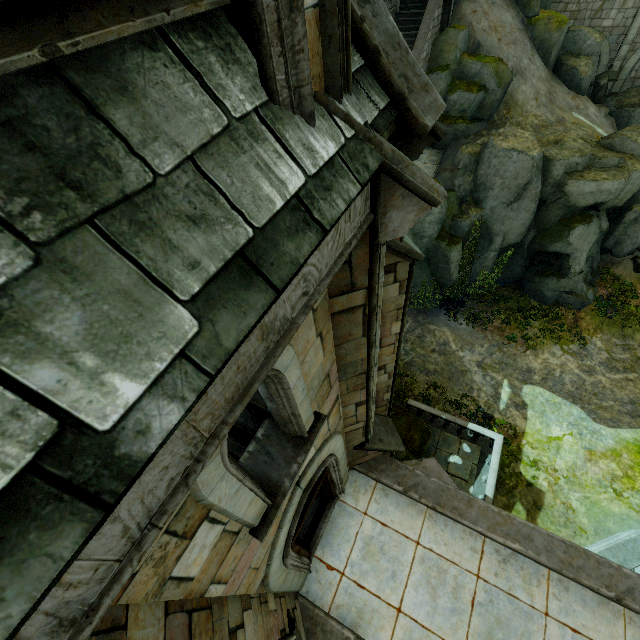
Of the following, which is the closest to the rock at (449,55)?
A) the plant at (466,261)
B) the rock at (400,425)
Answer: the plant at (466,261)

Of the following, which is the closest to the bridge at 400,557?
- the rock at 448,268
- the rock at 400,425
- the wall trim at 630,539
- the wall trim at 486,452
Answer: the rock at 400,425

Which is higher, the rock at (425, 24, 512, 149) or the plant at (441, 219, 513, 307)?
the rock at (425, 24, 512, 149)

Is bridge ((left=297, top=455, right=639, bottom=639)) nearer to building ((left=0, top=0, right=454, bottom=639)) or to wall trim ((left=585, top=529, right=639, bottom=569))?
building ((left=0, top=0, right=454, bottom=639))

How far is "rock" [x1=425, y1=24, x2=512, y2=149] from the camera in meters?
17.2

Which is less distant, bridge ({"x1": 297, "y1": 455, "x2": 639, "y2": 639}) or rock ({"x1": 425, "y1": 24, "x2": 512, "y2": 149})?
bridge ({"x1": 297, "y1": 455, "x2": 639, "y2": 639})

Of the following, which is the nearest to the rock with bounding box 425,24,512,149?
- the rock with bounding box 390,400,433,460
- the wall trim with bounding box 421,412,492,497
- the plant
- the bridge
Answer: the plant

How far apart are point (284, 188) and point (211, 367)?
1.0 meters
